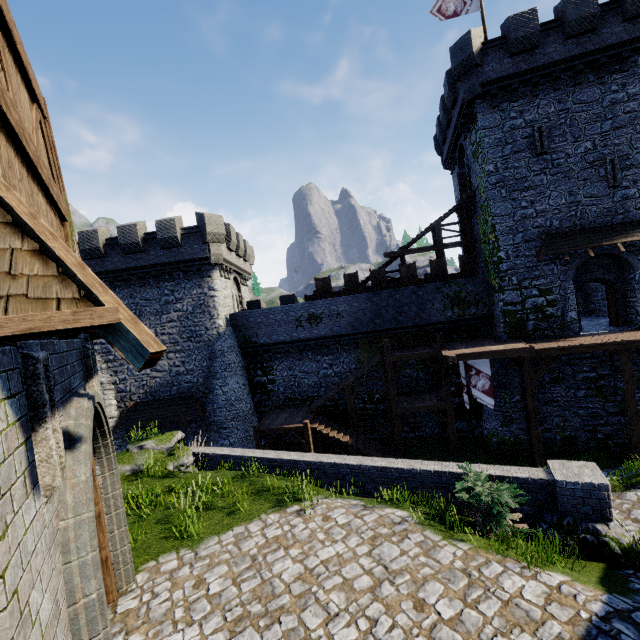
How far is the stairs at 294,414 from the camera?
17.9 meters

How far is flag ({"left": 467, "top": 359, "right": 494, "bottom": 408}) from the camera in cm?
1644

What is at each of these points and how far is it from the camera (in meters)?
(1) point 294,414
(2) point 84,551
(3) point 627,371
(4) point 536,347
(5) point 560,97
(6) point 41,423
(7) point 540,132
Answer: (1) stairs, 20.19
(2) double door, 3.12
(3) wooden post, 14.71
(4) walkway, 15.73
(5) building, 17.11
(6) window slit, 2.79
(7) window slit, 17.36

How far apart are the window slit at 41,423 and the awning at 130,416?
18.95m

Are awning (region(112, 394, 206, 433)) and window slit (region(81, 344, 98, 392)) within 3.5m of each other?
no

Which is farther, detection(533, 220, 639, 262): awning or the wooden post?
detection(533, 220, 639, 262): awning

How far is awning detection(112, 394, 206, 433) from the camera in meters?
21.1 m

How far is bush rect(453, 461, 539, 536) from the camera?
6.6m
